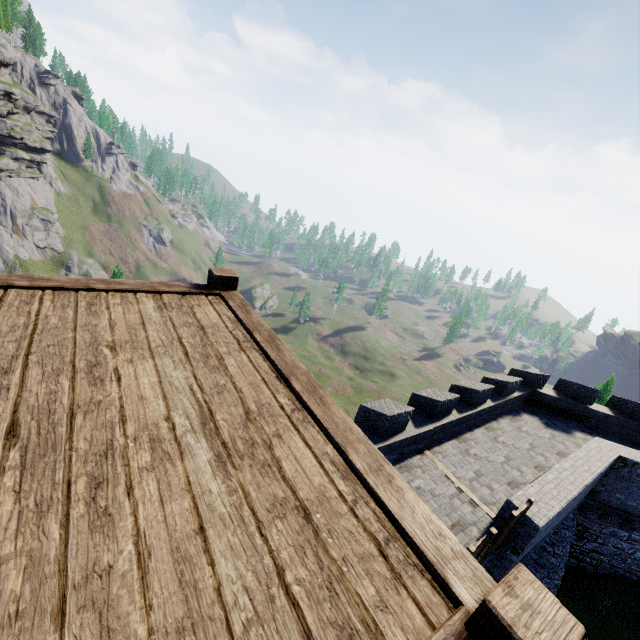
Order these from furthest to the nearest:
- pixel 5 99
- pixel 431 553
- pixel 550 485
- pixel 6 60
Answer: pixel 5 99, pixel 6 60, pixel 550 485, pixel 431 553
